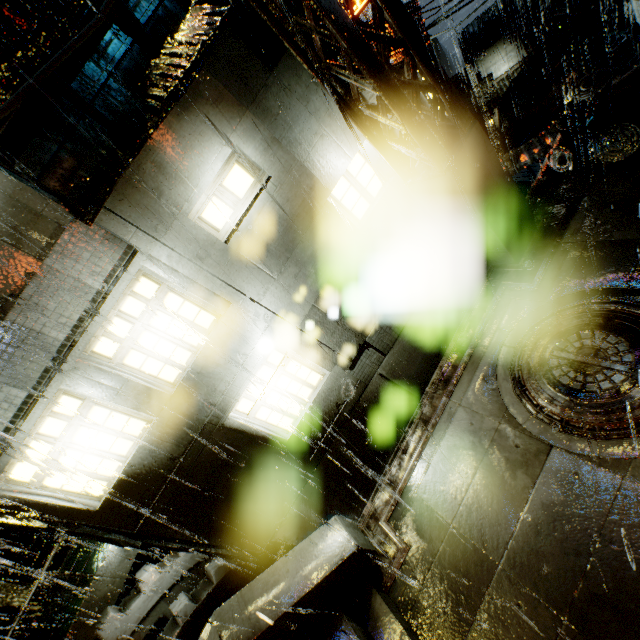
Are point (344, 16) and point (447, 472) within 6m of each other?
no

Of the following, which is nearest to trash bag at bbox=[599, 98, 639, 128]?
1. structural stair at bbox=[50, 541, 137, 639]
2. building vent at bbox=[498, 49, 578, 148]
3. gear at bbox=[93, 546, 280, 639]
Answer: structural stair at bbox=[50, 541, 137, 639]

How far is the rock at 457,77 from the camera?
55.81m

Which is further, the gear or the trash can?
the gear

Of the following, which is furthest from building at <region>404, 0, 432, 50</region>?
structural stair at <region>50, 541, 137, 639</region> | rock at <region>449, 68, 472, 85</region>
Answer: rock at <region>449, 68, 472, 85</region>

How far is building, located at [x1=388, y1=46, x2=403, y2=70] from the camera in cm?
625

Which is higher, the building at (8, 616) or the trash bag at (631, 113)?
the building at (8, 616)

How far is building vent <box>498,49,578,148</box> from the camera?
23.8 meters
